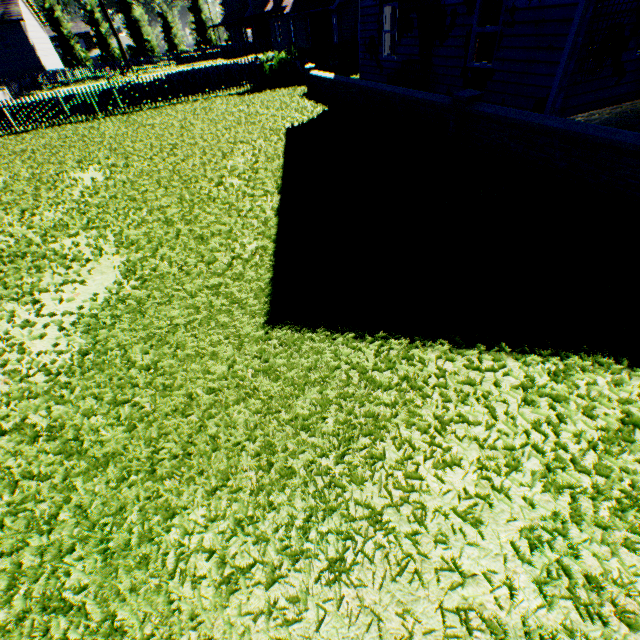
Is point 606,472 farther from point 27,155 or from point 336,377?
point 27,155

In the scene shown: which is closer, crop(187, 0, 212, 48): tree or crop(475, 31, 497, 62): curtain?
crop(475, 31, 497, 62): curtain

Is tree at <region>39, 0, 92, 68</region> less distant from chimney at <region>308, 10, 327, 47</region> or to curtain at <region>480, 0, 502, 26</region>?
curtain at <region>480, 0, 502, 26</region>

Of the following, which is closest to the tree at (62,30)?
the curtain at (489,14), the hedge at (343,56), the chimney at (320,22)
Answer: the hedge at (343,56)

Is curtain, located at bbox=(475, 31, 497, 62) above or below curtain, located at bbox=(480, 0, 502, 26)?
below

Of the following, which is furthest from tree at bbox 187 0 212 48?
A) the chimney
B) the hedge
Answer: the chimney

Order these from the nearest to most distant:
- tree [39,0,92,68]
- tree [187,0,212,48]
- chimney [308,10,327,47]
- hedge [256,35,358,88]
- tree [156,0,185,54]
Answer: hedge [256,35,358,88] → chimney [308,10,327,47] → tree [39,0,92,68] → tree [156,0,185,54] → tree [187,0,212,48]
